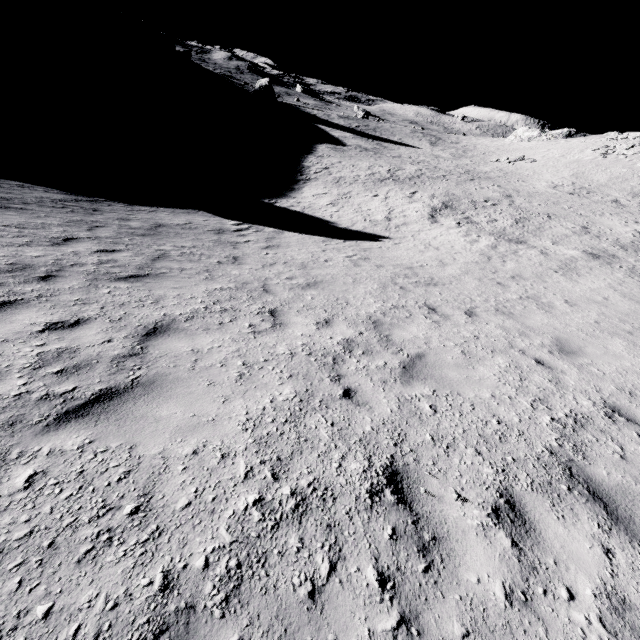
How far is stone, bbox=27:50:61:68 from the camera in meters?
41.6 m

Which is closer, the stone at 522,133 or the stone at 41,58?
the stone at 41,58

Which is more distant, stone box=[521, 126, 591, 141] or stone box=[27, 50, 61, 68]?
stone box=[521, 126, 591, 141]

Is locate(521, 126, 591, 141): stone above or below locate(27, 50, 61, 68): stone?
above

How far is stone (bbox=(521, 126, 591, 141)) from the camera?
55.4m

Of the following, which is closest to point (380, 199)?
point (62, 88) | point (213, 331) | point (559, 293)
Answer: point (559, 293)

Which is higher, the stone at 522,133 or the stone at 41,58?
the stone at 522,133
